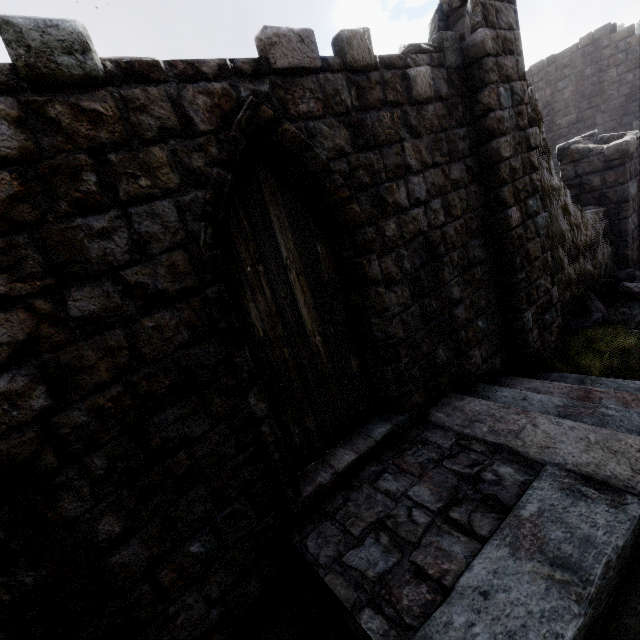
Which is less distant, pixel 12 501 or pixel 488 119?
pixel 12 501

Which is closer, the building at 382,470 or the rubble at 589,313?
the building at 382,470

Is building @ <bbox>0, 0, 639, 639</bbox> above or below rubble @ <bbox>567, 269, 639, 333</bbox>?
above

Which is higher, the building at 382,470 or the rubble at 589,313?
the building at 382,470

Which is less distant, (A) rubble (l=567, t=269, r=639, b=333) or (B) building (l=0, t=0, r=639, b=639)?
(B) building (l=0, t=0, r=639, b=639)
